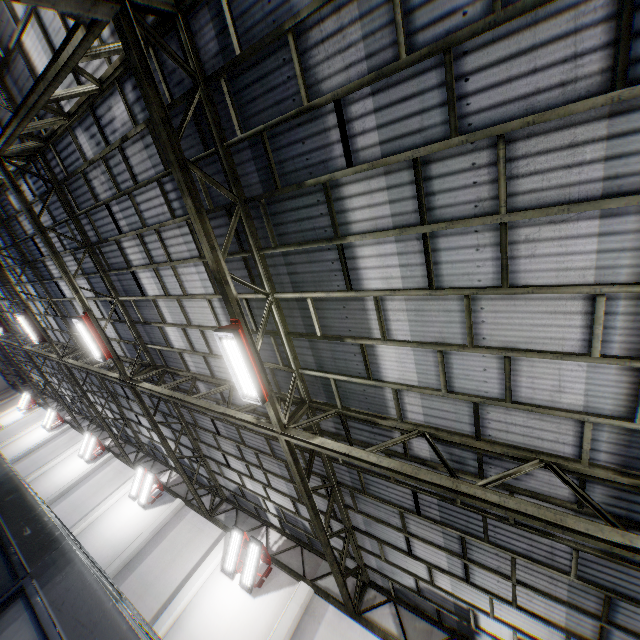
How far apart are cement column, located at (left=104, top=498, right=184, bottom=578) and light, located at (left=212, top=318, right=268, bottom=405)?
12.5 meters

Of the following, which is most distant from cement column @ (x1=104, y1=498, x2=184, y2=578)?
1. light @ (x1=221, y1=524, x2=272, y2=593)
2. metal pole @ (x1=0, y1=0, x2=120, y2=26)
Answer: metal pole @ (x1=0, y1=0, x2=120, y2=26)

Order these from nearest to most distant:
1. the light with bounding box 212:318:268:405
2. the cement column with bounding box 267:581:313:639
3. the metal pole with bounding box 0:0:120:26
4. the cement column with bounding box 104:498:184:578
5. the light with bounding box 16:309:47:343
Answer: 1. the metal pole with bounding box 0:0:120:26
2. the light with bounding box 212:318:268:405
3. the cement column with bounding box 267:581:313:639
4. the cement column with bounding box 104:498:184:578
5. the light with bounding box 16:309:47:343

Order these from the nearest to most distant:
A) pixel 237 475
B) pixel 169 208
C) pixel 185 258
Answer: pixel 169 208
pixel 185 258
pixel 237 475

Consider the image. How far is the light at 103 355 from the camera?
10.23m

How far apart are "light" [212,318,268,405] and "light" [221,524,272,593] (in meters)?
8.15

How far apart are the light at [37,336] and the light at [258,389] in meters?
14.6

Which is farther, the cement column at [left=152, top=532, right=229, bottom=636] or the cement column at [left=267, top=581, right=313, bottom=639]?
the cement column at [left=152, top=532, right=229, bottom=636]
